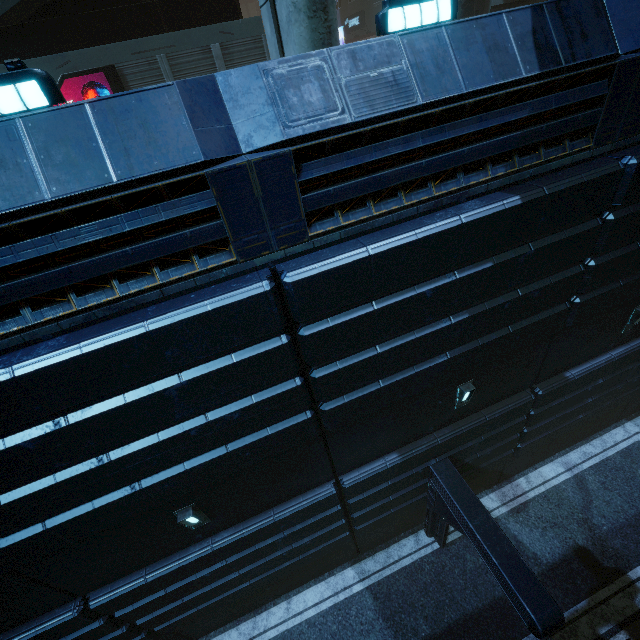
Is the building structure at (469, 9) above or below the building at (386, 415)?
above

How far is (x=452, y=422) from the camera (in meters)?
8.40

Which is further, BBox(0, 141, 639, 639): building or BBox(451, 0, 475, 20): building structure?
BBox(451, 0, 475, 20): building structure

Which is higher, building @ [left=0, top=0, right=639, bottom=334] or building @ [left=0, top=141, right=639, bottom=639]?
building @ [left=0, top=0, right=639, bottom=334]

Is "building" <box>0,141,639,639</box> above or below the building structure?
below

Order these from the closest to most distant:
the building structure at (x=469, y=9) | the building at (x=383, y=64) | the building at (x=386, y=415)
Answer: the building at (x=383, y=64) → the building at (x=386, y=415) → the building structure at (x=469, y=9)

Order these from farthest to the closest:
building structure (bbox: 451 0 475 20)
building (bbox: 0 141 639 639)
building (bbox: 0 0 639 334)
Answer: building structure (bbox: 451 0 475 20) < building (bbox: 0 141 639 639) < building (bbox: 0 0 639 334)
